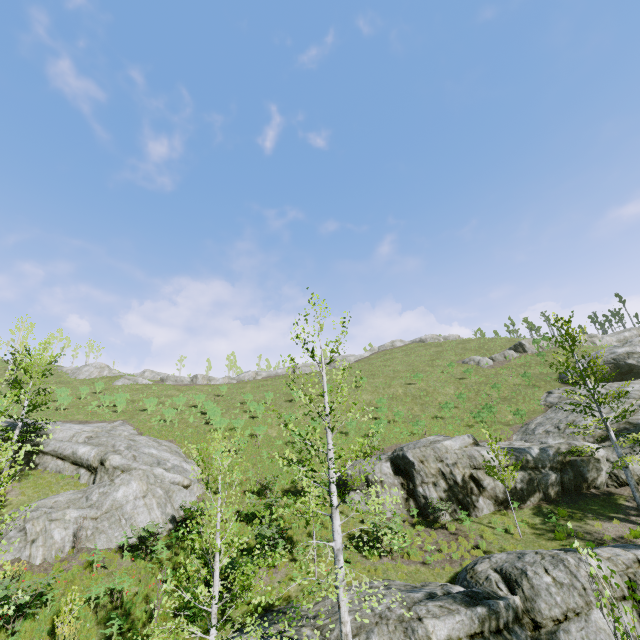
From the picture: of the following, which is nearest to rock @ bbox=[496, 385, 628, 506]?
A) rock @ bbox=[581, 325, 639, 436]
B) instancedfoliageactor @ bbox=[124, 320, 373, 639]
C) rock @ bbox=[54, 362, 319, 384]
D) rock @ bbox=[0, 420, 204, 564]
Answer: rock @ bbox=[581, 325, 639, 436]

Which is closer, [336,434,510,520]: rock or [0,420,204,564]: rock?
[0,420,204,564]: rock

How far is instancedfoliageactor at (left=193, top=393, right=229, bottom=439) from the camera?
9.4m

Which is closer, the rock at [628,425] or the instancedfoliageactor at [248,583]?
the instancedfoliageactor at [248,583]

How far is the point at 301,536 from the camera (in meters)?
17.55

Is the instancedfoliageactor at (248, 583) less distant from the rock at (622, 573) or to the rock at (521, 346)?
the rock at (622, 573)

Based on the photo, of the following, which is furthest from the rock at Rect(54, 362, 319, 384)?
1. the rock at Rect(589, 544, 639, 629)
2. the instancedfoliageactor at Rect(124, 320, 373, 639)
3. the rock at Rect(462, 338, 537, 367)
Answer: the rock at Rect(589, 544, 639, 629)

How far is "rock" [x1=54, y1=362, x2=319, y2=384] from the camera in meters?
47.2 m
